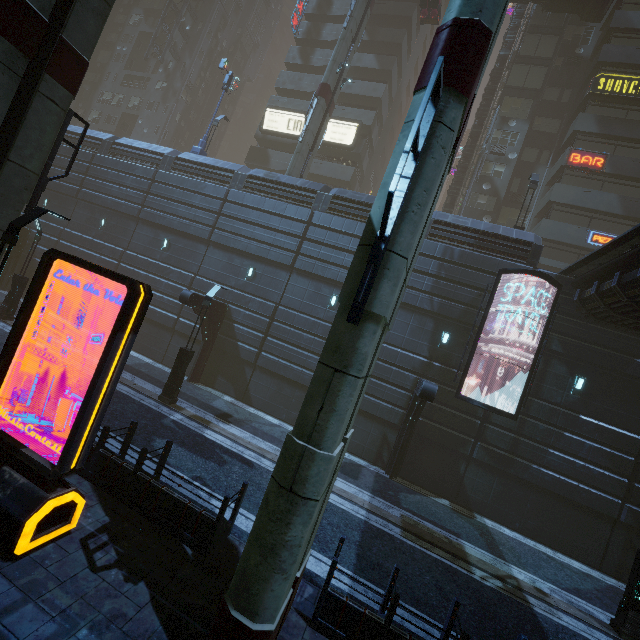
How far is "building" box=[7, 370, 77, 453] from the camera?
8.0m

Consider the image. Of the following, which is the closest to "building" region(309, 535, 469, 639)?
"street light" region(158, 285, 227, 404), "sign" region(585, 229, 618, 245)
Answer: "sign" region(585, 229, 618, 245)

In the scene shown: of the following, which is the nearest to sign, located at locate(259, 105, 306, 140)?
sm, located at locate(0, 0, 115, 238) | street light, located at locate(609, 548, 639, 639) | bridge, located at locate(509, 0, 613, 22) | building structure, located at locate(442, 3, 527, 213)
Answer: sm, located at locate(0, 0, 115, 238)

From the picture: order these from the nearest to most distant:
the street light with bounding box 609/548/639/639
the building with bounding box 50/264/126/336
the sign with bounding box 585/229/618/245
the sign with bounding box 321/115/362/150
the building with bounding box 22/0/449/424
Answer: the street light with bounding box 609/548/639/639 → the building with bounding box 22/0/449/424 → the building with bounding box 50/264/126/336 → the sign with bounding box 585/229/618/245 → the sign with bounding box 321/115/362/150

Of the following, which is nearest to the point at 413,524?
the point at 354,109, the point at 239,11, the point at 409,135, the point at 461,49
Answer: the point at 409,135

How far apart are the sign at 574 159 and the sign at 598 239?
4.4 meters

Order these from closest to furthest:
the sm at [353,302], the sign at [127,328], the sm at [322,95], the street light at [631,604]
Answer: the sm at [353,302] < the sign at [127,328] < the street light at [631,604] < the sm at [322,95]

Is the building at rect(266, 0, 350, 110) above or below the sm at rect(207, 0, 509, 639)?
above
